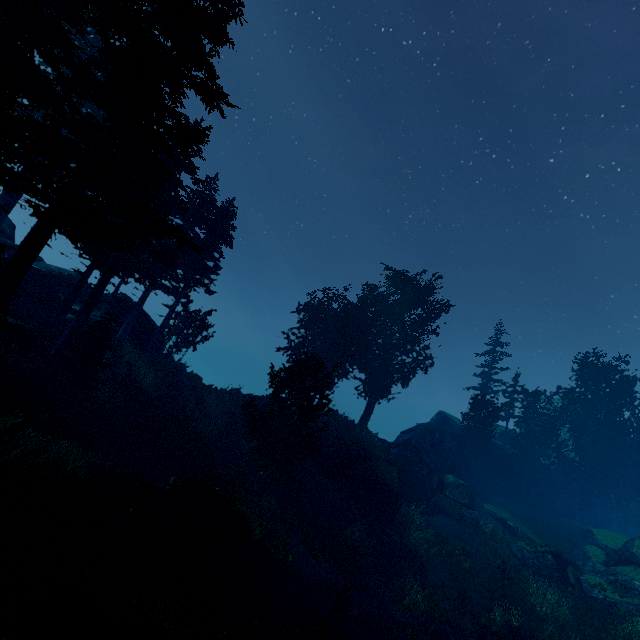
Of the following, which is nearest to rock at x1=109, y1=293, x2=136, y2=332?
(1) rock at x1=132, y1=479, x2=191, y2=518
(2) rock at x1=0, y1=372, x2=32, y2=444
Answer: (2) rock at x1=0, y1=372, x2=32, y2=444

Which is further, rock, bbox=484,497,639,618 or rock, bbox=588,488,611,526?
rock, bbox=588,488,611,526

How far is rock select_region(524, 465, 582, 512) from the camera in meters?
36.8

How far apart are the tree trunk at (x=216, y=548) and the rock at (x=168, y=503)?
0.5 meters

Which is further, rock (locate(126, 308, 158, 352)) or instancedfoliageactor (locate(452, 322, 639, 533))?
instancedfoliageactor (locate(452, 322, 639, 533))

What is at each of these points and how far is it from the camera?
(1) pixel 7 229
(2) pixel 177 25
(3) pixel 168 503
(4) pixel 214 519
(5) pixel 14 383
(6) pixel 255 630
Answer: (1) rock, 25.3m
(2) instancedfoliageactor, 11.0m
(3) rock, 13.8m
(4) rock, 14.5m
(5) rock, 12.7m
(6) instancedfoliageactor, 10.8m

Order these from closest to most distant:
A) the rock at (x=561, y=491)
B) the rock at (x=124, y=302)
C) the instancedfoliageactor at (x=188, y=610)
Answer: the instancedfoliageactor at (x=188, y=610)
the rock at (x=124, y=302)
the rock at (x=561, y=491)
